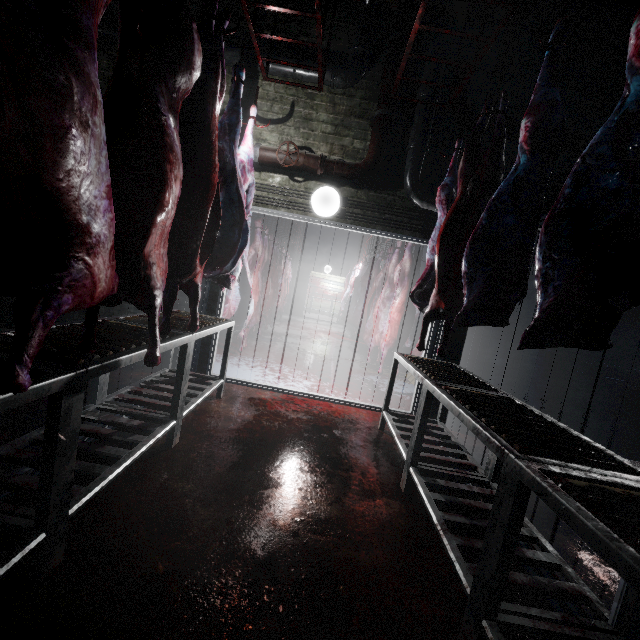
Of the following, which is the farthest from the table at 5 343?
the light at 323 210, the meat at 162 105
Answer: the light at 323 210

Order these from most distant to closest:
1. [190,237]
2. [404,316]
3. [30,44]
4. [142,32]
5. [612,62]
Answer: [404,316] → [612,62] → [190,237] → [142,32] → [30,44]

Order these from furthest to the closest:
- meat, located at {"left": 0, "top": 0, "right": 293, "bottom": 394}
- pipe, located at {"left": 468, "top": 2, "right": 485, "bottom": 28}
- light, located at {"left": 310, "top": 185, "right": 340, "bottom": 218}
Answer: light, located at {"left": 310, "top": 185, "right": 340, "bottom": 218}, pipe, located at {"left": 468, "top": 2, "right": 485, "bottom": 28}, meat, located at {"left": 0, "top": 0, "right": 293, "bottom": 394}

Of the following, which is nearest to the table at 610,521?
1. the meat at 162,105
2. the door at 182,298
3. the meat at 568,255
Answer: the meat at 568,255

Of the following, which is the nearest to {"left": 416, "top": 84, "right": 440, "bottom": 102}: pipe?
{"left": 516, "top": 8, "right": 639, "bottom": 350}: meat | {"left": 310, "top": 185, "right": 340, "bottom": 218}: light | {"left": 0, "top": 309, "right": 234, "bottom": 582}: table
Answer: {"left": 310, "top": 185, "right": 340, "bottom": 218}: light

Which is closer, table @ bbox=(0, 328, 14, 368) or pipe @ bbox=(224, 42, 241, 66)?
table @ bbox=(0, 328, 14, 368)

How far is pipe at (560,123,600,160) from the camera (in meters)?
3.12
